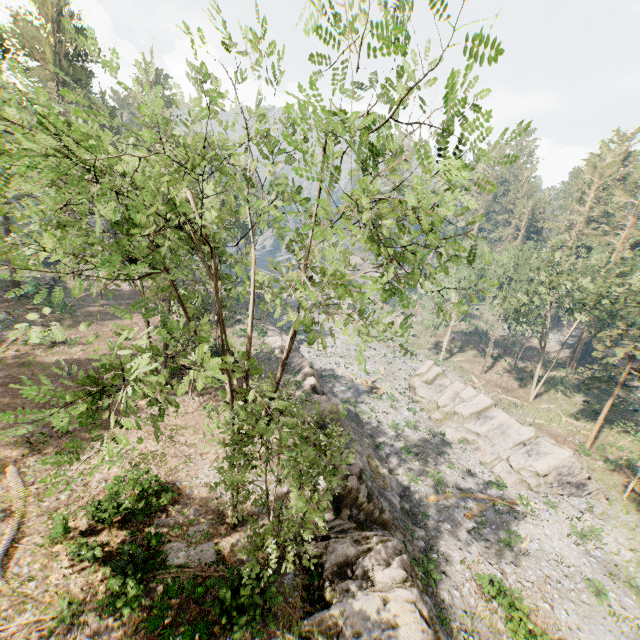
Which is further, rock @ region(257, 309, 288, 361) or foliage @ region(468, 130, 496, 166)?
rock @ region(257, 309, 288, 361)

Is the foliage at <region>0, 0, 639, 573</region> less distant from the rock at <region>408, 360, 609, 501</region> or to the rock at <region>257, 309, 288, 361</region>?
the rock at <region>408, 360, 609, 501</region>

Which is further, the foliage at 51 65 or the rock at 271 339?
the rock at 271 339

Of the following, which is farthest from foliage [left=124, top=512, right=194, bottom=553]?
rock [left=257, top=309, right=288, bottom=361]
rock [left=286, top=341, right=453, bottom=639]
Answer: → rock [left=257, top=309, right=288, bottom=361]

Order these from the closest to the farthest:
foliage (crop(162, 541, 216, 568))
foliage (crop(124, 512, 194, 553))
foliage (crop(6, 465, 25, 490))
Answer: foliage (crop(124, 512, 194, 553)) → foliage (crop(162, 541, 216, 568)) → foliage (crop(6, 465, 25, 490))

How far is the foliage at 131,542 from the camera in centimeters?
1285cm

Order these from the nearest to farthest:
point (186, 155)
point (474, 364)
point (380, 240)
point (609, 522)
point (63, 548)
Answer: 1. point (380, 240)
2. point (186, 155)
3. point (63, 548)
4. point (609, 522)
5. point (474, 364)
